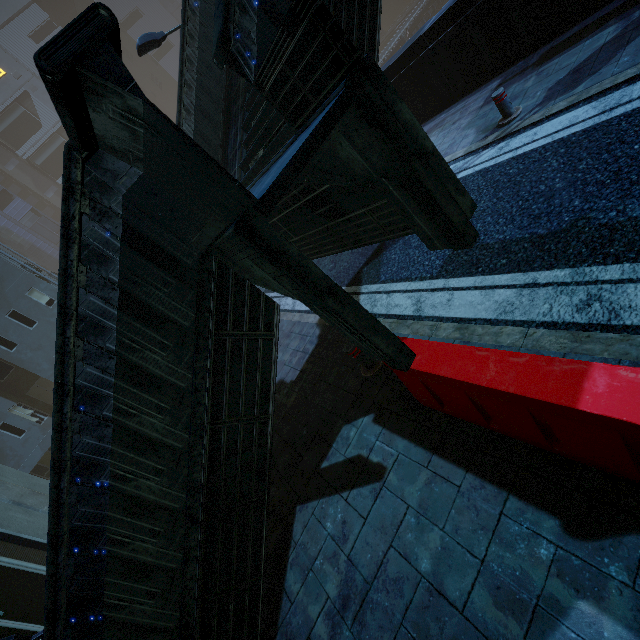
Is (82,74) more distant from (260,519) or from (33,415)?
(33,415)

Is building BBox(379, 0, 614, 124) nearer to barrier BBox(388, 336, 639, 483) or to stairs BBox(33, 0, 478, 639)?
stairs BBox(33, 0, 478, 639)

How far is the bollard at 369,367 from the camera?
4.9m

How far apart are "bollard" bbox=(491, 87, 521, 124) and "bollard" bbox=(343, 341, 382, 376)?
5.6 meters

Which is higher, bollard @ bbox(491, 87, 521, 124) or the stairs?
the stairs

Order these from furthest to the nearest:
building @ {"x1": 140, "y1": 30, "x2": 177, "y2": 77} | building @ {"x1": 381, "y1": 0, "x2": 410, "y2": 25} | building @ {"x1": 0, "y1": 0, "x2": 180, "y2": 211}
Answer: building @ {"x1": 140, "y1": 30, "x2": 177, "y2": 77} → building @ {"x1": 381, "y1": 0, "x2": 410, "y2": 25} → building @ {"x1": 0, "y1": 0, "x2": 180, "y2": 211}

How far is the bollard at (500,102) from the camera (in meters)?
6.34

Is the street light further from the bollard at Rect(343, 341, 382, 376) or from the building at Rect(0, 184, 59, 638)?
the bollard at Rect(343, 341, 382, 376)
